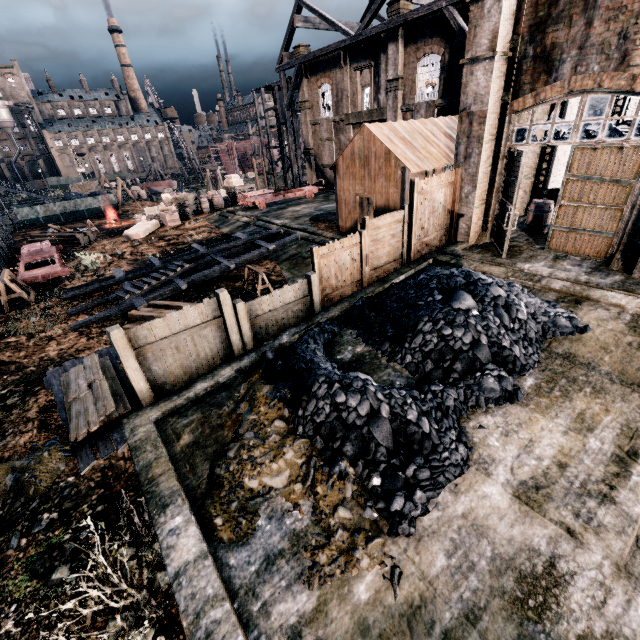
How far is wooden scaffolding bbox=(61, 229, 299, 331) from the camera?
15.46m

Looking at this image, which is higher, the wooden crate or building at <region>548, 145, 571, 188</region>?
building at <region>548, 145, 571, 188</region>

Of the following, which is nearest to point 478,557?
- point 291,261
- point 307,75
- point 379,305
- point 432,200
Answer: point 379,305

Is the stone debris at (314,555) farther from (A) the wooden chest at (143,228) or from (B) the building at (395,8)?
(B) the building at (395,8)

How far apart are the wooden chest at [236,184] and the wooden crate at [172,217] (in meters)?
7.92

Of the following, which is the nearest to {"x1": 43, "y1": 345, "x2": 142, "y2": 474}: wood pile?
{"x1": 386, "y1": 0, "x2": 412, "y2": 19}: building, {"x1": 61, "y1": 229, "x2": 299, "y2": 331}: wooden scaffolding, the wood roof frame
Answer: {"x1": 61, "y1": 229, "x2": 299, "y2": 331}: wooden scaffolding

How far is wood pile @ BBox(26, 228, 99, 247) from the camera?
28.5m

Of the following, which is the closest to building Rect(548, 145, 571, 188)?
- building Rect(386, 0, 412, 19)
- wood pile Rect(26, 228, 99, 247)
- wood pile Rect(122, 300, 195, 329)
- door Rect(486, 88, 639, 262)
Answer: wood pile Rect(26, 228, 99, 247)
